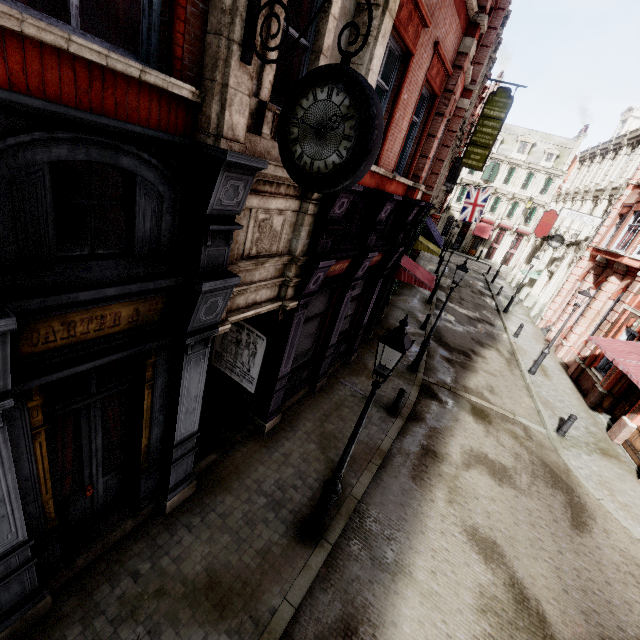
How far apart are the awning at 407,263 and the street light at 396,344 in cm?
913

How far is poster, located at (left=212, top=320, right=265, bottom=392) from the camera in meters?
7.8 m

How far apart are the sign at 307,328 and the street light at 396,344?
3.3m

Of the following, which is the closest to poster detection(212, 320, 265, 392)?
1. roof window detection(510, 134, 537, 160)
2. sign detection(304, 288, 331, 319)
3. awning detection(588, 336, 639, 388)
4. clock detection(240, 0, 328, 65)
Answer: sign detection(304, 288, 331, 319)

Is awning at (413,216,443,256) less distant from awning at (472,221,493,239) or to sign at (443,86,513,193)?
sign at (443,86,513,193)

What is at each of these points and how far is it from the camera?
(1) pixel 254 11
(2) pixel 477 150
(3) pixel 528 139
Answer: (1) clock, 3.1 meters
(2) sign, 20.2 meters
(3) roof window, 44.2 meters

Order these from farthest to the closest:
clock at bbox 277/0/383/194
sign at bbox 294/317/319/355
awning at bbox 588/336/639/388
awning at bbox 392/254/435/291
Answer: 1. awning at bbox 392/254/435/291
2. awning at bbox 588/336/639/388
3. sign at bbox 294/317/319/355
4. clock at bbox 277/0/383/194

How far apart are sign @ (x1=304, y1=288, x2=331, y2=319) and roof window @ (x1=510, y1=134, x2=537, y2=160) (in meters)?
50.66
